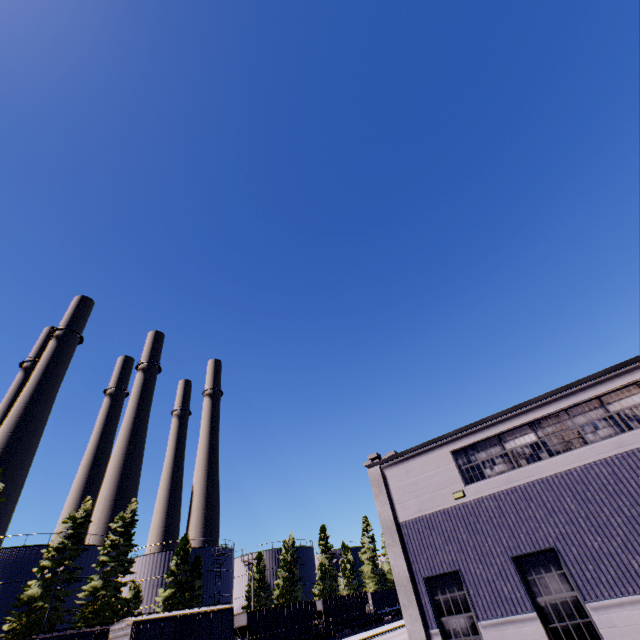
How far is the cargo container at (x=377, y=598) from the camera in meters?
51.6

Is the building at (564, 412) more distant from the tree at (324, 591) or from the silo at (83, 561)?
the tree at (324, 591)

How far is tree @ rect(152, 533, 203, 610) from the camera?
41.53m

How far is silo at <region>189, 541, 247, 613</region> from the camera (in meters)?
47.88

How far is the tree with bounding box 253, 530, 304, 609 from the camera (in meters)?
50.56

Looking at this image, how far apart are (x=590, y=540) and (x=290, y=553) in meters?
59.0

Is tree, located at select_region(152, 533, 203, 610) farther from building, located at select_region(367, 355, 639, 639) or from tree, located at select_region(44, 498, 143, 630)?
building, located at select_region(367, 355, 639, 639)

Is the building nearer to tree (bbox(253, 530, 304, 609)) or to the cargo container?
the cargo container
